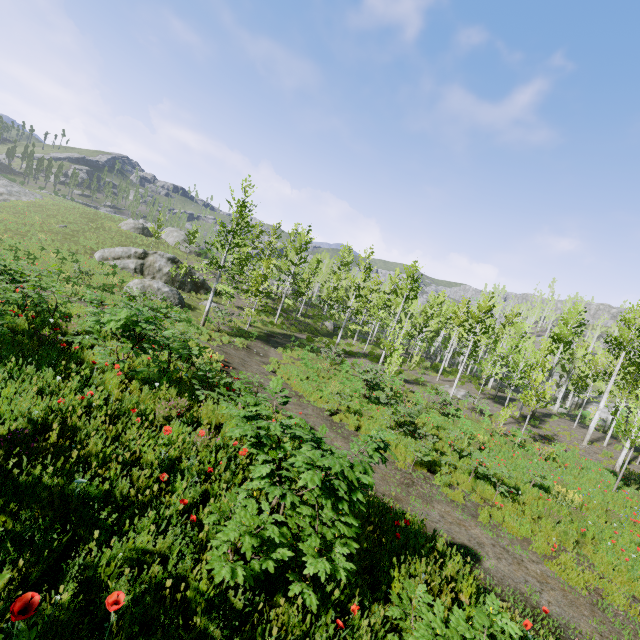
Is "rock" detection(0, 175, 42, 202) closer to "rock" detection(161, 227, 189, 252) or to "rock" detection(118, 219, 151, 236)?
"rock" detection(161, 227, 189, 252)

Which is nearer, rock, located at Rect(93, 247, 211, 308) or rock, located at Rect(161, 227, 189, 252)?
rock, located at Rect(93, 247, 211, 308)

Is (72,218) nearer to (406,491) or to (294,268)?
(294,268)

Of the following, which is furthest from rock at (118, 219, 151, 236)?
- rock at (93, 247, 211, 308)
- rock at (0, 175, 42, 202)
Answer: rock at (0, 175, 42, 202)

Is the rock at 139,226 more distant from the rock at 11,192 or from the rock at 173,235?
the rock at 11,192

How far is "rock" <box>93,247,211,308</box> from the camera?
25.2m

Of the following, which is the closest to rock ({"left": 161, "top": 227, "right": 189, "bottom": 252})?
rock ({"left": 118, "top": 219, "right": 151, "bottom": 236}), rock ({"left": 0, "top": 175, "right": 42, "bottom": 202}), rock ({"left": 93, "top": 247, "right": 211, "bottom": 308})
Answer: rock ({"left": 118, "top": 219, "right": 151, "bottom": 236})
